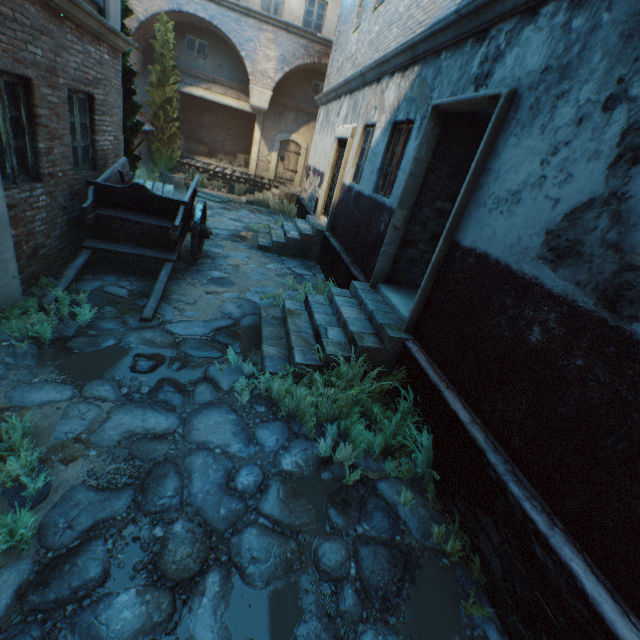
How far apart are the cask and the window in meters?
4.0

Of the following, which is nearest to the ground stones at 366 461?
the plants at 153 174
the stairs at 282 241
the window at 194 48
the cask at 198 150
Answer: the stairs at 282 241

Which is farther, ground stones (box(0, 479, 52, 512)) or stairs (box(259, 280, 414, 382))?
stairs (box(259, 280, 414, 382))

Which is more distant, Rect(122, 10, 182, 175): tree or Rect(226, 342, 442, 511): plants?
Rect(122, 10, 182, 175): tree

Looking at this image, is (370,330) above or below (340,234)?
below

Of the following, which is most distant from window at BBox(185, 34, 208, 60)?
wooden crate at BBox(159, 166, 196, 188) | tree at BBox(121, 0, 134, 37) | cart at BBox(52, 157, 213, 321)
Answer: cart at BBox(52, 157, 213, 321)

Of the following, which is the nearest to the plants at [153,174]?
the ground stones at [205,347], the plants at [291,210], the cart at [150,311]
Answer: the ground stones at [205,347]

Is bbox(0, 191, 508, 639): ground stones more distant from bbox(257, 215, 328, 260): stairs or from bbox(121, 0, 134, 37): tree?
bbox(121, 0, 134, 37): tree
